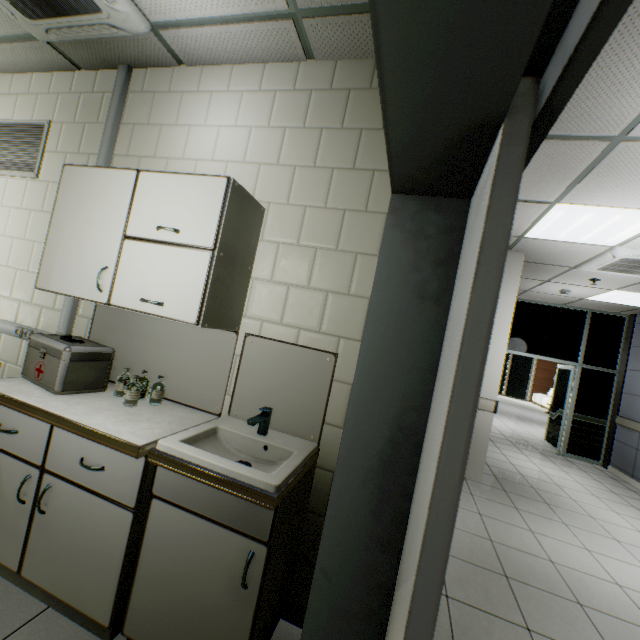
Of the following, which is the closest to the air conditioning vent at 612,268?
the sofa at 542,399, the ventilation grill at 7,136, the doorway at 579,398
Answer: the doorway at 579,398

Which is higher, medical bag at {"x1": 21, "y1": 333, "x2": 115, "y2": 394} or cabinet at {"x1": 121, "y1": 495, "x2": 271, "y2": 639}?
medical bag at {"x1": 21, "y1": 333, "x2": 115, "y2": 394}

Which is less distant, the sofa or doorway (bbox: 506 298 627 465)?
doorway (bbox: 506 298 627 465)

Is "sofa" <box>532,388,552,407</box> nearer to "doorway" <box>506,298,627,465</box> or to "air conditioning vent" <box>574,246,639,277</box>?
"doorway" <box>506,298,627,465</box>

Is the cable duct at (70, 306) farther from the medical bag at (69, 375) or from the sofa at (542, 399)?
the sofa at (542, 399)

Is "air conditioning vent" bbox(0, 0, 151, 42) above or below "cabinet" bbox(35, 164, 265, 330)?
above

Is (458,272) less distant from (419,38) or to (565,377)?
(419,38)

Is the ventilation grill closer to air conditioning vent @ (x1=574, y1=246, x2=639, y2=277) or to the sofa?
air conditioning vent @ (x1=574, y1=246, x2=639, y2=277)
